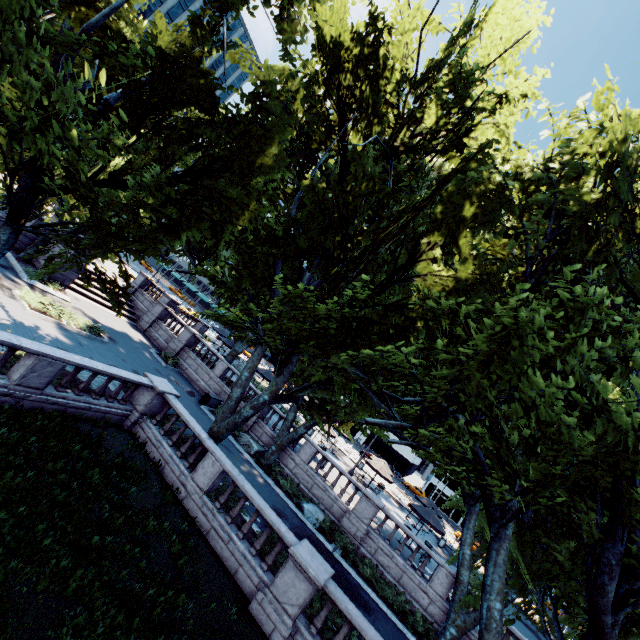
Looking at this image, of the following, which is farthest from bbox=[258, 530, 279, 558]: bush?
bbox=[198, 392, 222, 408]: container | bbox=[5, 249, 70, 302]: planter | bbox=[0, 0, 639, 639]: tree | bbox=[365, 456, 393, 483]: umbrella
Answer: bbox=[5, 249, 70, 302]: planter

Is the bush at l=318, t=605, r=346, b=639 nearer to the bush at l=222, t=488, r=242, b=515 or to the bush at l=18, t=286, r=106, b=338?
the bush at l=222, t=488, r=242, b=515

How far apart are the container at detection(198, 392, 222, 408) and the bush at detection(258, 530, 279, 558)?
11.79m

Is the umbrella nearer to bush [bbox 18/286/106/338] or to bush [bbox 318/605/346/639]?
bush [bbox 318/605/346/639]

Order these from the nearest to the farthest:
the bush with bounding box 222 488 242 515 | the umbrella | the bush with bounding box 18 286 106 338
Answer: the bush with bounding box 222 488 242 515 < the bush with bounding box 18 286 106 338 < the umbrella

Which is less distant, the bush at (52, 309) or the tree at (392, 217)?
the tree at (392, 217)

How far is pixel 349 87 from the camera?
13.56m

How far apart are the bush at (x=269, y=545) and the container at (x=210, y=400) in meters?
11.8
